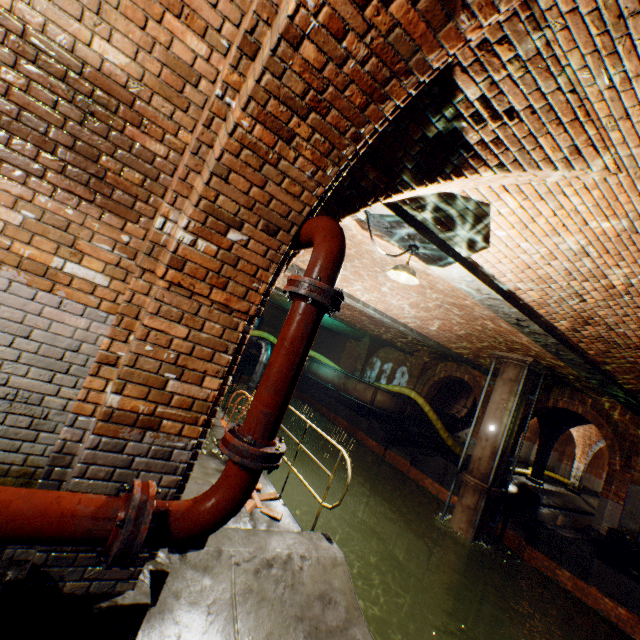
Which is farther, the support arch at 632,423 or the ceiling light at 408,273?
the support arch at 632,423

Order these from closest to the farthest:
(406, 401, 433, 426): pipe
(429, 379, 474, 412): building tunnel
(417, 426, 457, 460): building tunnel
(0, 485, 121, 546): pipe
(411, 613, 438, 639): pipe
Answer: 1. (0, 485, 121, 546): pipe
2. (411, 613, 438, 639): pipe
3. (406, 401, 433, 426): pipe
4. (417, 426, 457, 460): building tunnel
5. (429, 379, 474, 412): building tunnel

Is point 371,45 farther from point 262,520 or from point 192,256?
point 262,520

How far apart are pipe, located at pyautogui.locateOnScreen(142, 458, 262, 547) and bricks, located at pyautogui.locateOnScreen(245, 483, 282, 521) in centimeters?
284cm

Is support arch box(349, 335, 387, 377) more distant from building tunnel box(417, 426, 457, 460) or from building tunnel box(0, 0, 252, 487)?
building tunnel box(0, 0, 252, 487)

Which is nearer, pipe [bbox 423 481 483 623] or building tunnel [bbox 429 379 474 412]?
pipe [bbox 423 481 483 623]

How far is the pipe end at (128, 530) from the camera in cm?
149

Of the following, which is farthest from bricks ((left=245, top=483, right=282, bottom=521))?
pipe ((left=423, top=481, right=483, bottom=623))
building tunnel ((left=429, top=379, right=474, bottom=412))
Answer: building tunnel ((left=429, top=379, right=474, bottom=412))
